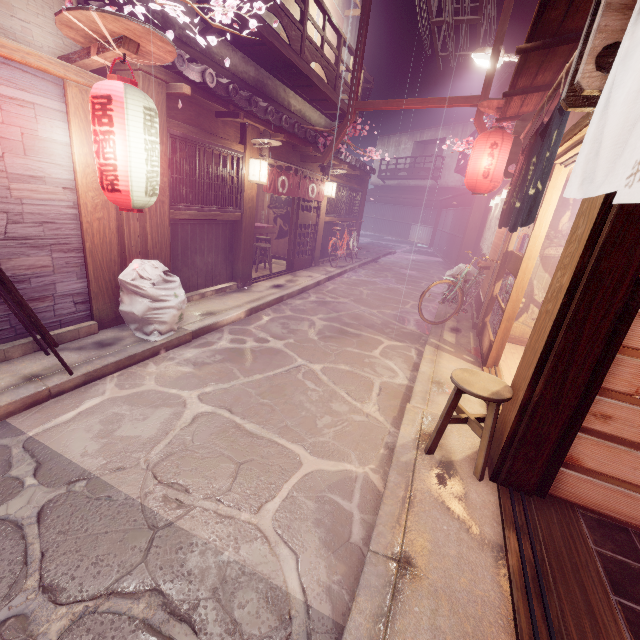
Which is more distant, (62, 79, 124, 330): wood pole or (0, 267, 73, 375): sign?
(62, 79, 124, 330): wood pole

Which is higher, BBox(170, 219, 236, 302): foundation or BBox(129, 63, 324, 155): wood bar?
BBox(129, 63, 324, 155): wood bar

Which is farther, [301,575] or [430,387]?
[430,387]

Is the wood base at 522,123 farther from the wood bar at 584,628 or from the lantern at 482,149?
the wood bar at 584,628

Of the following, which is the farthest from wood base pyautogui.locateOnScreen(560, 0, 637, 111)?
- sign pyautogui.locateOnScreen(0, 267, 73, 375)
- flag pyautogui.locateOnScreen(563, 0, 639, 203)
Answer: sign pyautogui.locateOnScreen(0, 267, 73, 375)

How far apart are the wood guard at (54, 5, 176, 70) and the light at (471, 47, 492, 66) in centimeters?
1237cm

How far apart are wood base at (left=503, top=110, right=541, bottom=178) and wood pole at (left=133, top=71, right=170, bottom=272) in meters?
9.7

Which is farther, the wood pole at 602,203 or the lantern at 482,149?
the lantern at 482,149
